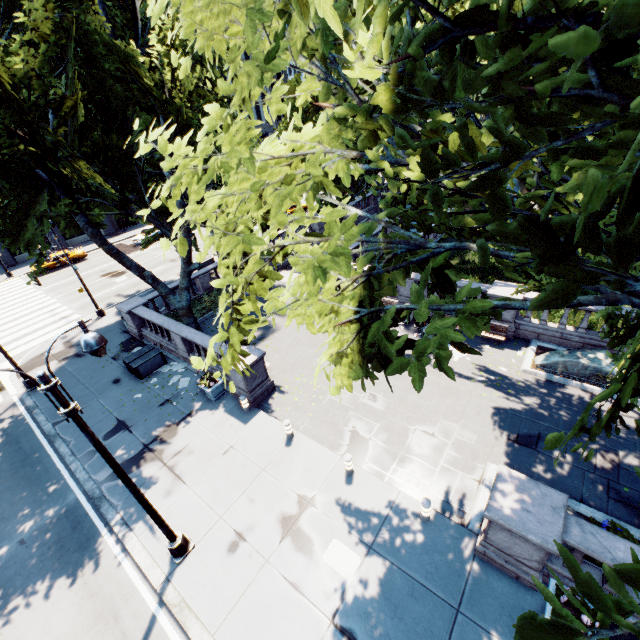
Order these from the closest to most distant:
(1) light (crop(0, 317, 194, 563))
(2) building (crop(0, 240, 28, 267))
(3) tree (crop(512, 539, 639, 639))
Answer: (3) tree (crop(512, 539, 639, 639)) < (1) light (crop(0, 317, 194, 563)) < (2) building (crop(0, 240, 28, 267))

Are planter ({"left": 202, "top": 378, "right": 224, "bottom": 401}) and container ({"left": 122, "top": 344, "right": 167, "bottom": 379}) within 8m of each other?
yes

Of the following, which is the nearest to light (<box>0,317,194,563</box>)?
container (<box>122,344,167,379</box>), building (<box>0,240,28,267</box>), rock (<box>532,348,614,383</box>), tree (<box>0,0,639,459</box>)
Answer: tree (<box>0,0,639,459</box>)

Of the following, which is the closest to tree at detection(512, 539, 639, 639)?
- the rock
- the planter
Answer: the rock

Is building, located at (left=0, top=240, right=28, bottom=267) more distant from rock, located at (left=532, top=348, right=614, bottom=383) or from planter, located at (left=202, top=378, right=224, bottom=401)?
rock, located at (left=532, top=348, right=614, bottom=383)

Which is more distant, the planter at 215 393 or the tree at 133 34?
the planter at 215 393

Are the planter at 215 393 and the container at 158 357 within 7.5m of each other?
yes

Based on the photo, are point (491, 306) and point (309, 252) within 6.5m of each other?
yes
